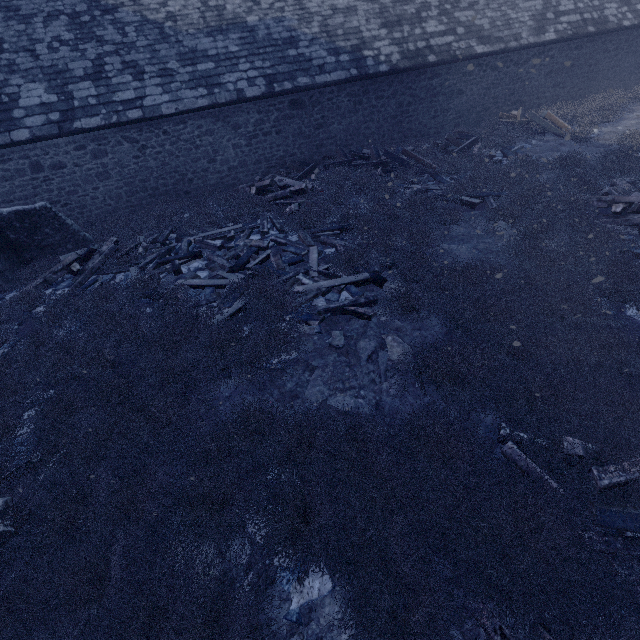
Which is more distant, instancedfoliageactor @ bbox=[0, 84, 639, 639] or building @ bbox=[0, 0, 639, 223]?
building @ bbox=[0, 0, 639, 223]

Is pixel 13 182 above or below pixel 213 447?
above

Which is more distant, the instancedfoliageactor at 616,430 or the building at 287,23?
the building at 287,23

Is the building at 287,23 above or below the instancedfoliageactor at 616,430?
above

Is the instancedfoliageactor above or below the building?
below
